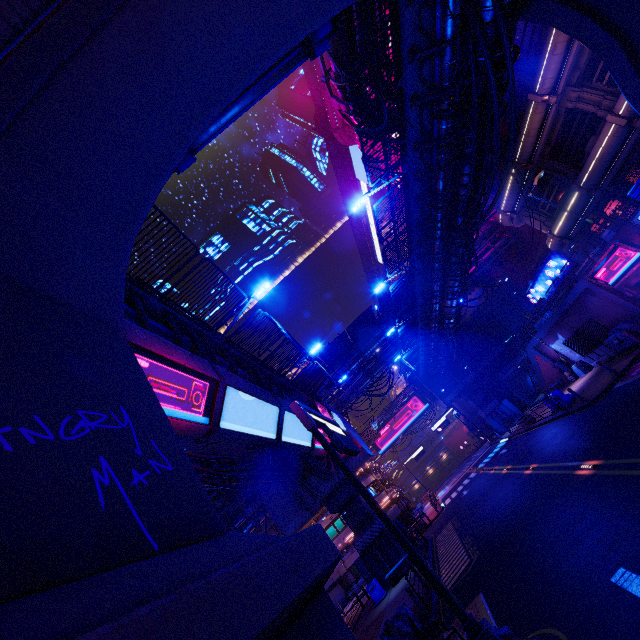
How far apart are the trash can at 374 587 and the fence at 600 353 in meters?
22.8

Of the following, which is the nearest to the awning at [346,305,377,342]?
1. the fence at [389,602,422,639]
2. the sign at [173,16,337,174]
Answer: the fence at [389,602,422,639]

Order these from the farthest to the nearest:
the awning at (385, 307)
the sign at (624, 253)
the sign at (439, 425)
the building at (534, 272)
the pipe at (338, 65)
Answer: the sign at (439, 425) → the building at (534, 272) → the awning at (385, 307) → the sign at (624, 253) → the pipe at (338, 65)

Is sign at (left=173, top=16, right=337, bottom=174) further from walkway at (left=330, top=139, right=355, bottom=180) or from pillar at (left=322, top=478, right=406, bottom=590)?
walkway at (left=330, top=139, right=355, bottom=180)

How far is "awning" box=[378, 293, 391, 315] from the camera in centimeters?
3762cm

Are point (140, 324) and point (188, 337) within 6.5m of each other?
yes

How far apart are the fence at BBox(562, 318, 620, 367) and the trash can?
22.8 meters

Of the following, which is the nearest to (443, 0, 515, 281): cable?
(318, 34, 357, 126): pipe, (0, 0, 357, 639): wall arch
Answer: (0, 0, 357, 639): wall arch
